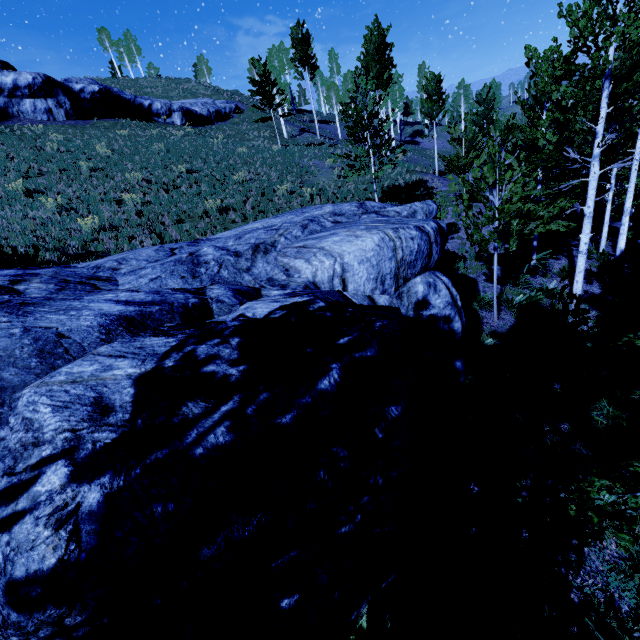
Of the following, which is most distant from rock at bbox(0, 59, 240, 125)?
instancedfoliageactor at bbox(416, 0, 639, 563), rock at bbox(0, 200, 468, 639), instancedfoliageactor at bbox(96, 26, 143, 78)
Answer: instancedfoliageactor at bbox(96, 26, 143, 78)

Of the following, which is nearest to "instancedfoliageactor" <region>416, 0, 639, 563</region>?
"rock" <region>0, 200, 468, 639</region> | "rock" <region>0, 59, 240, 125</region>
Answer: "rock" <region>0, 200, 468, 639</region>

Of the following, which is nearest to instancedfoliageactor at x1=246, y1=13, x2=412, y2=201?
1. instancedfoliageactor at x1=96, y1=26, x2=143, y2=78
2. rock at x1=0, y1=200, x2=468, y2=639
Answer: rock at x1=0, y1=200, x2=468, y2=639

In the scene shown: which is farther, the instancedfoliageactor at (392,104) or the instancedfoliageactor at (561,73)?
the instancedfoliageactor at (392,104)

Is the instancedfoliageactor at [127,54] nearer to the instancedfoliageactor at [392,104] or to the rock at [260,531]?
the instancedfoliageactor at [392,104]

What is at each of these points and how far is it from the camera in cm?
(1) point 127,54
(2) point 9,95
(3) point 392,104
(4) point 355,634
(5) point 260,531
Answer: (1) instancedfoliageactor, 5491
(2) rock, 2480
(3) instancedfoliageactor, 4697
(4) instancedfoliageactor, 317
(5) rock, 229

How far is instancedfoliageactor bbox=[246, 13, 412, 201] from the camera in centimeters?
1391cm
